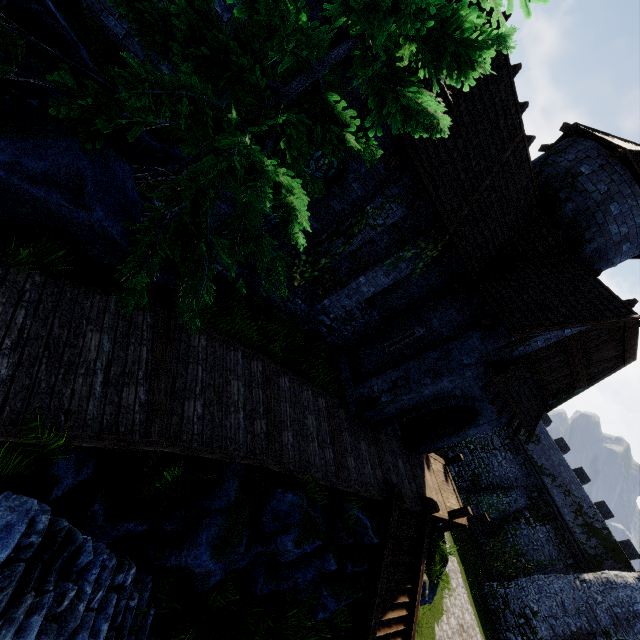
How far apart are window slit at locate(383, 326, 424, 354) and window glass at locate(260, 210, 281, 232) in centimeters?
600cm

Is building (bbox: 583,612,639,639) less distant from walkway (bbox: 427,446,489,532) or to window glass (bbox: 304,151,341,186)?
walkway (bbox: 427,446,489,532)

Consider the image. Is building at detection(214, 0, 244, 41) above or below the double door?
above

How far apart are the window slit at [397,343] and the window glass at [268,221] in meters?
6.0 m

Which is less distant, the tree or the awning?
the tree

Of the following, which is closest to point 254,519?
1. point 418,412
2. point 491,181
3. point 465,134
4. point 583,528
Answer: point 418,412

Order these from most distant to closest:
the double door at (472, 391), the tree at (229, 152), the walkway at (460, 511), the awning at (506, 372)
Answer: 1. the walkway at (460, 511)
2. the double door at (472, 391)
3. the awning at (506, 372)
4. the tree at (229, 152)
